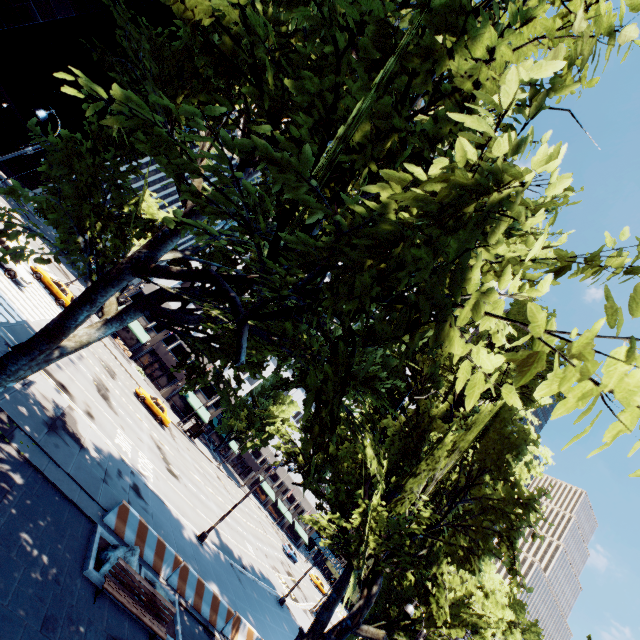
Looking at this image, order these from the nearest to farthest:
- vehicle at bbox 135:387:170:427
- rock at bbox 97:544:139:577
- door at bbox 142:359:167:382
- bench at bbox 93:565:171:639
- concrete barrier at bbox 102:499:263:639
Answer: bench at bbox 93:565:171:639 → rock at bbox 97:544:139:577 → concrete barrier at bbox 102:499:263:639 → vehicle at bbox 135:387:170:427 → door at bbox 142:359:167:382

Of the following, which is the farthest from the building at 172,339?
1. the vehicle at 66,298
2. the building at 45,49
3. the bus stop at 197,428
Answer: the building at 45,49

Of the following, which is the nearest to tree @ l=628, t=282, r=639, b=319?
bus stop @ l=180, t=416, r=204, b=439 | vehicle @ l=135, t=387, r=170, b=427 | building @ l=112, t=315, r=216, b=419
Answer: building @ l=112, t=315, r=216, b=419

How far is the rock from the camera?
10.49m

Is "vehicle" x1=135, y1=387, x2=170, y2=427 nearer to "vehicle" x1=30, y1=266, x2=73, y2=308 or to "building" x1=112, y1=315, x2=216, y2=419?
"vehicle" x1=30, y1=266, x2=73, y2=308

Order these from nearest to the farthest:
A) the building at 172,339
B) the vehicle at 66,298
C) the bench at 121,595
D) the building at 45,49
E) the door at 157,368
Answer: the bench at 121,595 < the vehicle at 66,298 < the building at 45,49 < the building at 172,339 < the door at 157,368

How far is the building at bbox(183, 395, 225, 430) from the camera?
51.94m

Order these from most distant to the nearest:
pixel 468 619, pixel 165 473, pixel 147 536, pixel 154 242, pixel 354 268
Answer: pixel 468 619
pixel 165 473
pixel 147 536
pixel 154 242
pixel 354 268
